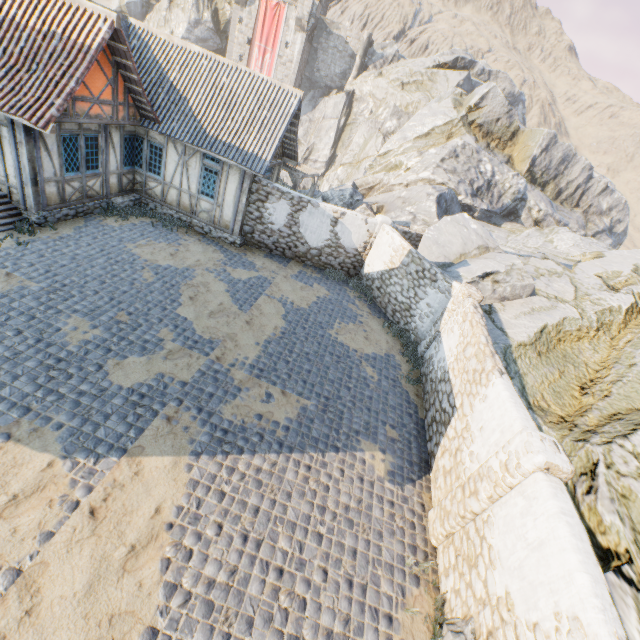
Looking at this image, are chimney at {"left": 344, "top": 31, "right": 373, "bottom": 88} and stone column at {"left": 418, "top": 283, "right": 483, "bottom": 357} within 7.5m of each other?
no

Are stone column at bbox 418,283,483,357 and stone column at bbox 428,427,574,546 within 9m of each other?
yes

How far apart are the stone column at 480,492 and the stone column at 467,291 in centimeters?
564cm

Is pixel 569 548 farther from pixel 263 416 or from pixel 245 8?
pixel 245 8

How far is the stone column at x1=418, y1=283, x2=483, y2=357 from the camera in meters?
10.5 m

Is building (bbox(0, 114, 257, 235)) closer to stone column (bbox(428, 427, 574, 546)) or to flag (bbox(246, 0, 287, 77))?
flag (bbox(246, 0, 287, 77))

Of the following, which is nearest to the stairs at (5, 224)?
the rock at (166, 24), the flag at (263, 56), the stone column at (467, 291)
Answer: the flag at (263, 56)

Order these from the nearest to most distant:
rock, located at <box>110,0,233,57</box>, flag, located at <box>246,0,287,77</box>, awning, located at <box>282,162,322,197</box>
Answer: awning, located at <box>282,162,322,197</box>, flag, located at <box>246,0,287,77</box>, rock, located at <box>110,0,233,57</box>
